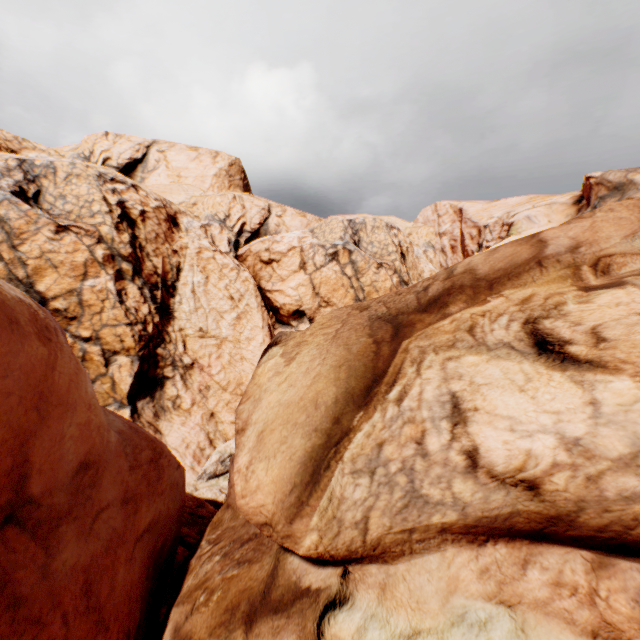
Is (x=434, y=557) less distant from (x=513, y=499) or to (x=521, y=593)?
(x=521, y=593)
